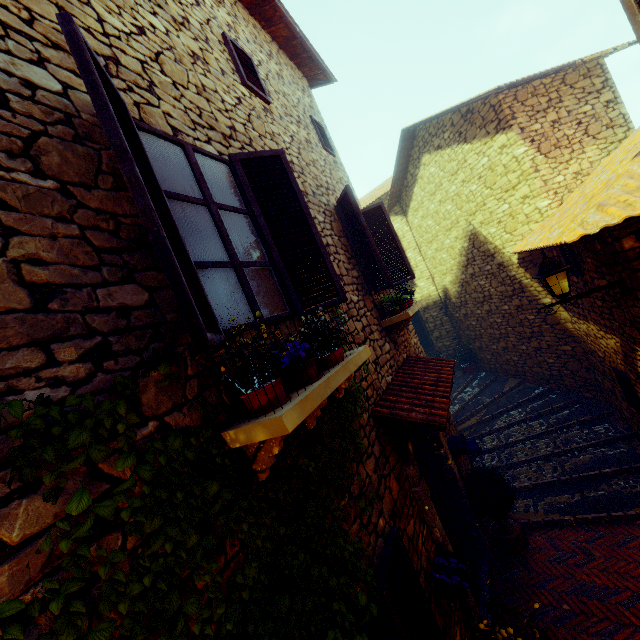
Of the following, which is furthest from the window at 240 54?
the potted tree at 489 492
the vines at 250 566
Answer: the potted tree at 489 492

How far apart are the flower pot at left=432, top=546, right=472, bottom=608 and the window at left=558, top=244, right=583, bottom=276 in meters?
4.5 m

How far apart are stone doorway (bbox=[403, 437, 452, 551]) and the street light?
2.1 meters

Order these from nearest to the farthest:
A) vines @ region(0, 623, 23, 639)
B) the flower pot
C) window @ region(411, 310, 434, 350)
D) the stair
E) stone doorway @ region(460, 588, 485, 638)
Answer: vines @ region(0, 623, 23, 639)
the flower pot
stone doorway @ region(460, 588, 485, 638)
the stair
window @ region(411, 310, 434, 350)

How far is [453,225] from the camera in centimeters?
991cm

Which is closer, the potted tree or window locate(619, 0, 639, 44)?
window locate(619, 0, 639, 44)

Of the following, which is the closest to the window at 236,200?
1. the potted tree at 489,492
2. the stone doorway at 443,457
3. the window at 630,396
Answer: the stone doorway at 443,457

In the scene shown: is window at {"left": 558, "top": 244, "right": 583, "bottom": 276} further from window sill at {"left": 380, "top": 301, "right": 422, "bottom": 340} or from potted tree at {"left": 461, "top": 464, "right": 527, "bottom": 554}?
potted tree at {"left": 461, "top": 464, "right": 527, "bottom": 554}
